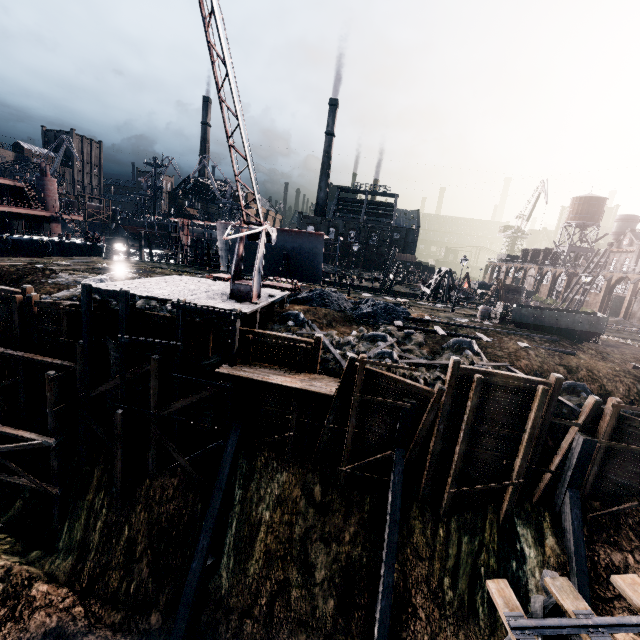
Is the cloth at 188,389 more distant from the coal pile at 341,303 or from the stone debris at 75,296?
the coal pile at 341,303

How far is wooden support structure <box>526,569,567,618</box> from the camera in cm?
957

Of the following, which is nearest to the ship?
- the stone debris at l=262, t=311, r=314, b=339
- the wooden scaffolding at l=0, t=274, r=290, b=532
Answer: the wooden scaffolding at l=0, t=274, r=290, b=532

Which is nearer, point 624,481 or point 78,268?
point 624,481

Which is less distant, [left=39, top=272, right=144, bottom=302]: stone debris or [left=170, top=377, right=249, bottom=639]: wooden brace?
[left=170, top=377, right=249, bottom=639]: wooden brace

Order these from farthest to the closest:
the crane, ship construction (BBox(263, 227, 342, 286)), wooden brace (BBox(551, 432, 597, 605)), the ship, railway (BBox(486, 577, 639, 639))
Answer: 1. ship construction (BBox(263, 227, 342, 286))
2. the ship
3. wooden brace (BBox(551, 432, 597, 605))
4. the crane
5. railway (BBox(486, 577, 639, 639))

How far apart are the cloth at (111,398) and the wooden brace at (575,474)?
23.16m

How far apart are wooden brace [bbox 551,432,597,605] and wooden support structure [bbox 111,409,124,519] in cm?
2249
